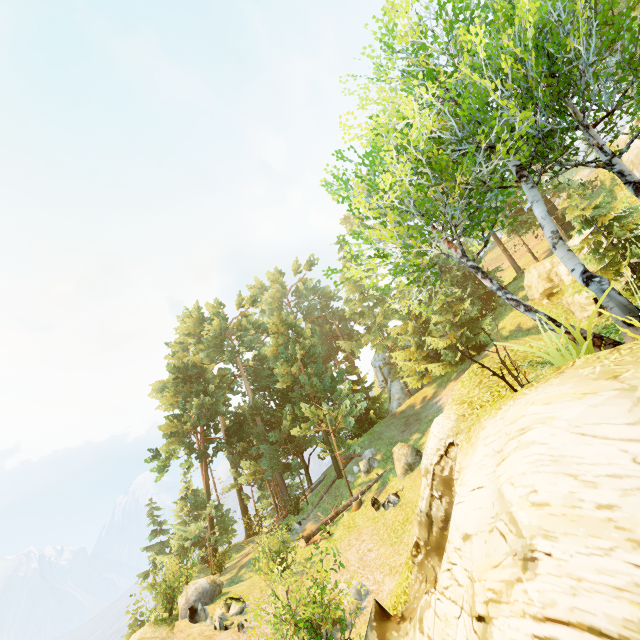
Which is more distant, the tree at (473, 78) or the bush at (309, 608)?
the bush at (309, 608)

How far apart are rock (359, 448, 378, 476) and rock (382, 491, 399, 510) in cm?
472

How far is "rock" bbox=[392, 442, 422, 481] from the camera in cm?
1688

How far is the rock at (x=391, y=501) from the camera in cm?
1526

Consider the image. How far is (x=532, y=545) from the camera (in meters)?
3.39

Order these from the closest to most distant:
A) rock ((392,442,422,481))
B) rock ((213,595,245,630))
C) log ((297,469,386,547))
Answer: rock ((213,595,245,630))
rock ((392,442,422,481))
log ((297,469,386,547))

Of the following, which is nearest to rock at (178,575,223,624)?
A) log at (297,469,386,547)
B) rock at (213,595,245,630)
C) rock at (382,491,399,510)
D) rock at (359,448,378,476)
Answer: rock at (213,595,245,630)

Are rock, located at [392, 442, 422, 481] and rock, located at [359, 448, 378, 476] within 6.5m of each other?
yes
